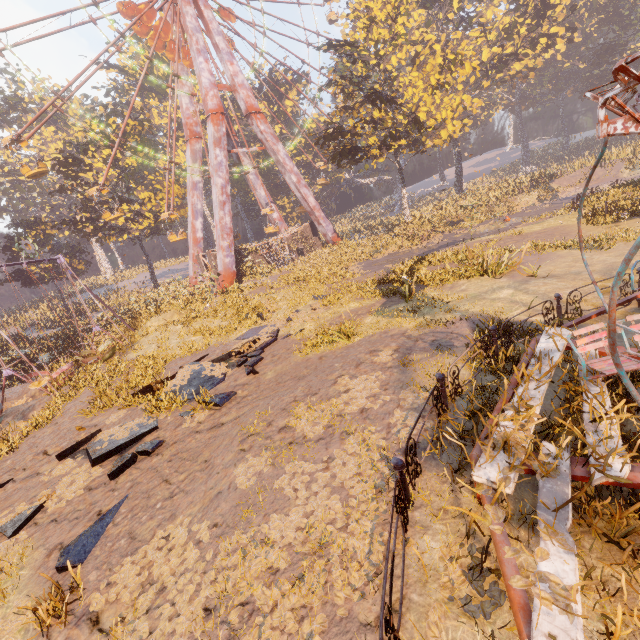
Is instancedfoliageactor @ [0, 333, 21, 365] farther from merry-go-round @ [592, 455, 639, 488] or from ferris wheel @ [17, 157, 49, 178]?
merry-go-round @ [592, 455, 639, 488]

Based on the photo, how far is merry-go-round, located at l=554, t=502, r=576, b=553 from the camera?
2.6 meters

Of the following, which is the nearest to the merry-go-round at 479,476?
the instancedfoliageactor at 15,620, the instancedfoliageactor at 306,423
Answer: the instancedfoliageactor at 306,423

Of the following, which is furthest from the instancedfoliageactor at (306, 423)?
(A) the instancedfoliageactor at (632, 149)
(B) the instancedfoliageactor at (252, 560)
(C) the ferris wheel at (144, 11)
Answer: (C) the ferris wheel at (144, 11)

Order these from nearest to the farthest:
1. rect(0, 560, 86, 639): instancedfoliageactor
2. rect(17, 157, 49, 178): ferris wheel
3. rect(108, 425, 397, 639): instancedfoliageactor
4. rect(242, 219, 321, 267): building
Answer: rect(108, 425, 397, 639): instancedfoliageactor
rect(0, 560, 86, 639): instancedfoliageactor
rect(17, 157, 49, 178): ferris wheel
rect(242, 219, 321, 267): building

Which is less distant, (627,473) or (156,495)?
(627,473)

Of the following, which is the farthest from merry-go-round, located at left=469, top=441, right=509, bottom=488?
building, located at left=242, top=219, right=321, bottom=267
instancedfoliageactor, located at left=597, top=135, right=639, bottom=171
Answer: building, located at left=242, top=219, right=321, bottom=267
